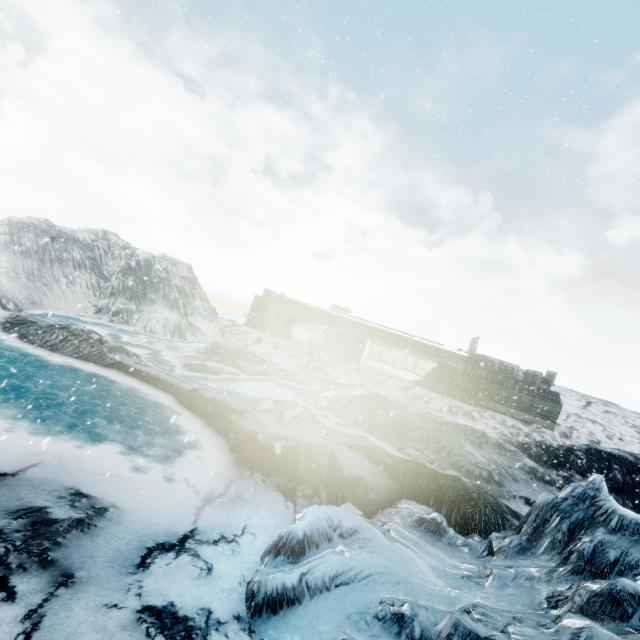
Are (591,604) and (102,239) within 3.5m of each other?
no
